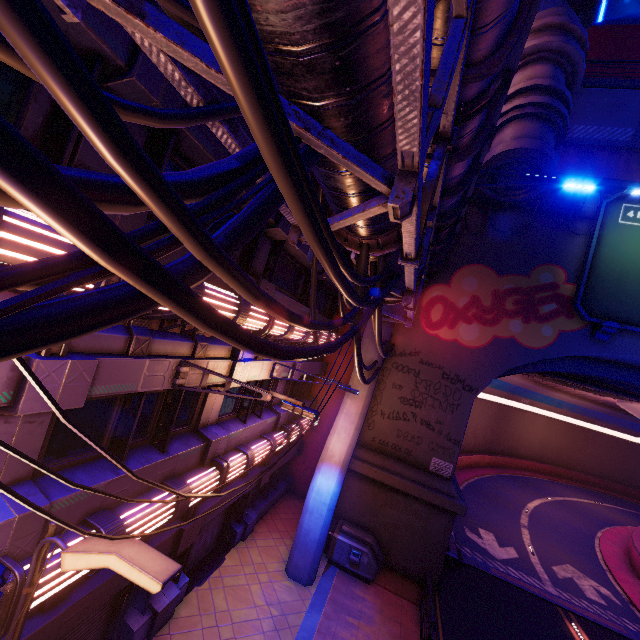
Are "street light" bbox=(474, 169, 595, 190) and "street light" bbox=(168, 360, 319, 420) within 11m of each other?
Result: yes

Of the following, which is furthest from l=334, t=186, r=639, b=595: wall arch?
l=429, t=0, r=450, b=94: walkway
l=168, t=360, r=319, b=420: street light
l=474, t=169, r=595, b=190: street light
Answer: l=168, t=360, r=319, b=420: street light

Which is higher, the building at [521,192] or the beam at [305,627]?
the building at [521,192]

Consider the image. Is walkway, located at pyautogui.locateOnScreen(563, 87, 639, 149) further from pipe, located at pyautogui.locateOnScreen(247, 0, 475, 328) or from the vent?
the vent

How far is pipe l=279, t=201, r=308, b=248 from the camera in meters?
4.9

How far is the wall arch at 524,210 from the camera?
14.98m

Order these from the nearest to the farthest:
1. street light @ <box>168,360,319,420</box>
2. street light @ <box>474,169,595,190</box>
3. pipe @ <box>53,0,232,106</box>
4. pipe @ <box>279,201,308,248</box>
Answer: pipe @ <box>53,0,232,106</box> → pipe @ <box>279,201,308,248</box> → street light @ <box>168,360,319,420</box> → street light @ <box>474,169,595,190</box>

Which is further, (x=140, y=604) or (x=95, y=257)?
(x=140, y=604)
